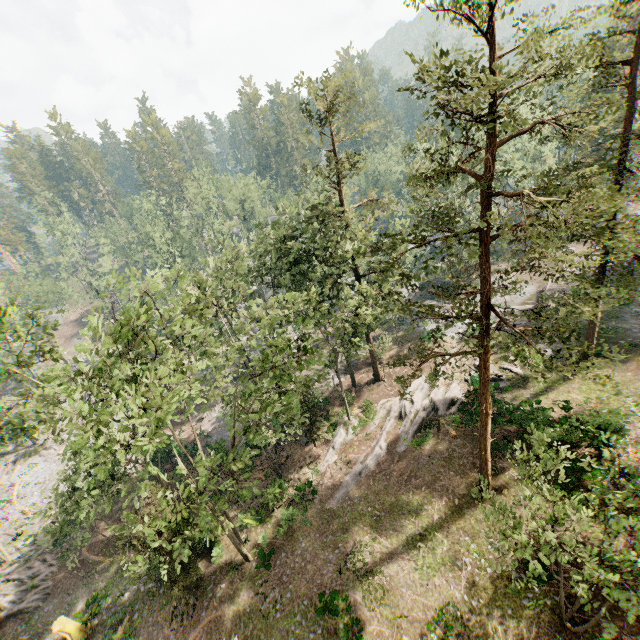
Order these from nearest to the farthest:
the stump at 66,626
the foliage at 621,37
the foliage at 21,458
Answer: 1. the foliage at 621,37
2. the foliage at 21,458
3. the stump at 66,626

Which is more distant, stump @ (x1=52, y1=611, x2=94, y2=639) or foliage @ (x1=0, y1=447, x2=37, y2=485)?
stump @ (x1=52, y1=611, x2=94, y2=639)

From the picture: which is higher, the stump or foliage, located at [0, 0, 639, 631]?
foliage, located at [0, 0, 639, 631]

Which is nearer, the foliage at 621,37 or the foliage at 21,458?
the foliage at 621,37

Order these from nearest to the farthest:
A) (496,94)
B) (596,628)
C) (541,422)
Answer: (496,94) → (596,628) → (541,422)

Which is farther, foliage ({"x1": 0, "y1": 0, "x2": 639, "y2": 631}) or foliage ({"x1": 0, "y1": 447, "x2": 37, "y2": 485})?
foliage ({"x1": 0, "y1": 447, "x2": 37, "y2": 485})

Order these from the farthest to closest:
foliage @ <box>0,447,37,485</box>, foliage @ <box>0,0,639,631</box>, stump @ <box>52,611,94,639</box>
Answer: stump @ <box>52,611,94,639</box> < foliage @ <box>0,447,37,485</box> < foliage @ <box>0,0,639,631</box>
